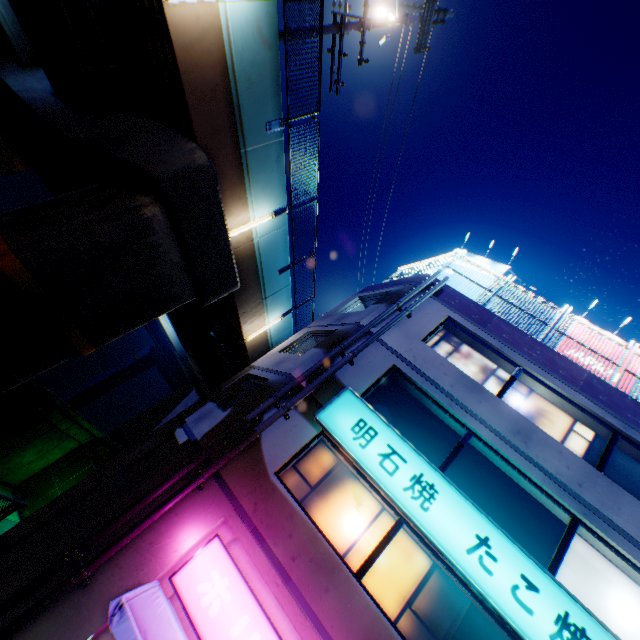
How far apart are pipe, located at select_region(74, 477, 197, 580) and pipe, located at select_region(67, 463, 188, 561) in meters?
0.1 m

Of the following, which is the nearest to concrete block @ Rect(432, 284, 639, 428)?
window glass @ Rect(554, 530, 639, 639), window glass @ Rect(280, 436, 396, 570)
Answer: window glass @ Rect(554, 530, 639, 639)

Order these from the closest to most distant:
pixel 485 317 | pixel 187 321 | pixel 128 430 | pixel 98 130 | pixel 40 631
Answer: pixel 40 631, pixel 98 130, pixel 485 317, pixel 187 321, pixel 128 430

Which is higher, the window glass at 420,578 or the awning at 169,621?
the window glass at 420,578

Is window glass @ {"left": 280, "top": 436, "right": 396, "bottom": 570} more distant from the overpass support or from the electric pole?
the electric pole

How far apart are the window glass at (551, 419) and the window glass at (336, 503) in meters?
4.4 m

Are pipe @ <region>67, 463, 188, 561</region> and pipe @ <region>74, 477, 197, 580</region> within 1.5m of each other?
yes

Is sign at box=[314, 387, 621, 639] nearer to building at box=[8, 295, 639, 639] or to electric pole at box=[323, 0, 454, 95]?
building at box=[8, 295, 639, 639]
